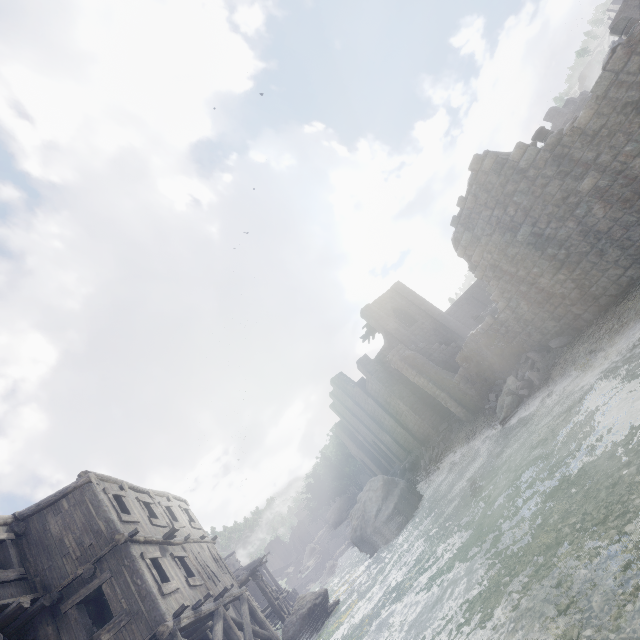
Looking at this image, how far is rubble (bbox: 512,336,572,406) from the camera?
14.2m

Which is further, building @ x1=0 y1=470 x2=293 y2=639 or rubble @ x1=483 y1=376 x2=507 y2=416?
rubble @ x1=483 y1=376 x2=507 y2=416

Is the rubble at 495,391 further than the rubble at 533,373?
Yes

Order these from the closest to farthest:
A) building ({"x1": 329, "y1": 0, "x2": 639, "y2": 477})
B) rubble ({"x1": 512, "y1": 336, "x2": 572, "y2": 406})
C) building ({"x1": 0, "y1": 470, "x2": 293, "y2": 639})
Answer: building ({"x1": 0, "y1": 470, "x2": 293, "y2": 639})
building ({"x1": 329, "y1": 0, "x2": 639, "y2": 477})
rubble ({"x1": 512, "y1": 336, "x2": 572, "y2": 406})

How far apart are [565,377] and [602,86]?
9.57m

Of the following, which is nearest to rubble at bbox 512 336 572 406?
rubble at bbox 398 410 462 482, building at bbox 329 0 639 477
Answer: building at bbox 329 0 639 477

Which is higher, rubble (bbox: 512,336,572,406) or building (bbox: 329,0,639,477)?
building (bbox: 329,0,639,477)

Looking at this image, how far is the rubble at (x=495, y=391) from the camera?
17.9m
